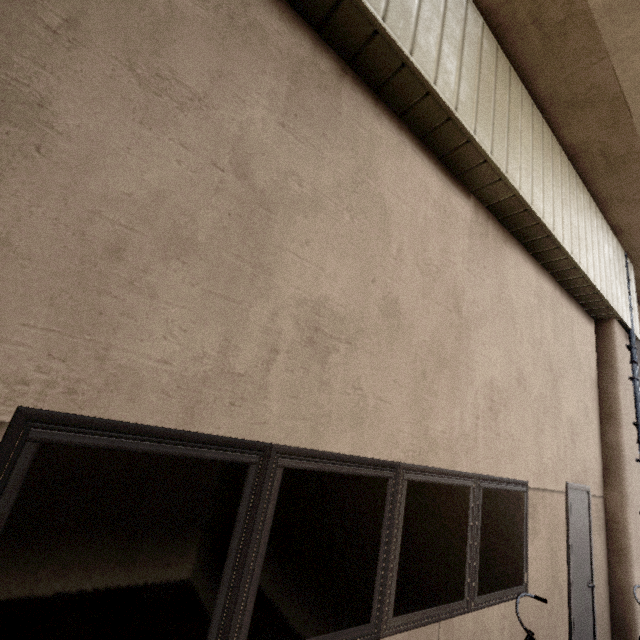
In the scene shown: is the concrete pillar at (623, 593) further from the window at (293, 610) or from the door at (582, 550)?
the window at (293, 610)

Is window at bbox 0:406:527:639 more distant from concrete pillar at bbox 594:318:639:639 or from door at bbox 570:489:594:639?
concrete pillar at bbox 594:318:639:639

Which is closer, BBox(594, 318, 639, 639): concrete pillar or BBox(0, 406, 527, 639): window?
BBox(0, 406, 527, 639): window

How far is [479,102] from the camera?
3.4m

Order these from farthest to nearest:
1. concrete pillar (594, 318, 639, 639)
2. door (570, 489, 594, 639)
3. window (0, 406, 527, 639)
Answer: concrete pillar (594, 318, 639, 639) < door (570, 489, 594, 639) < window (0, 406, 527, 639)

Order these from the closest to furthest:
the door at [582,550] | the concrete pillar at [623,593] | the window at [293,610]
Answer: the window at [293,610]
the door at [582,550]
the concrete pillar at [623,593]

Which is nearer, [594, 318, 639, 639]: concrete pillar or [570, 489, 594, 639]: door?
[570, 489, 594, 639]: door
